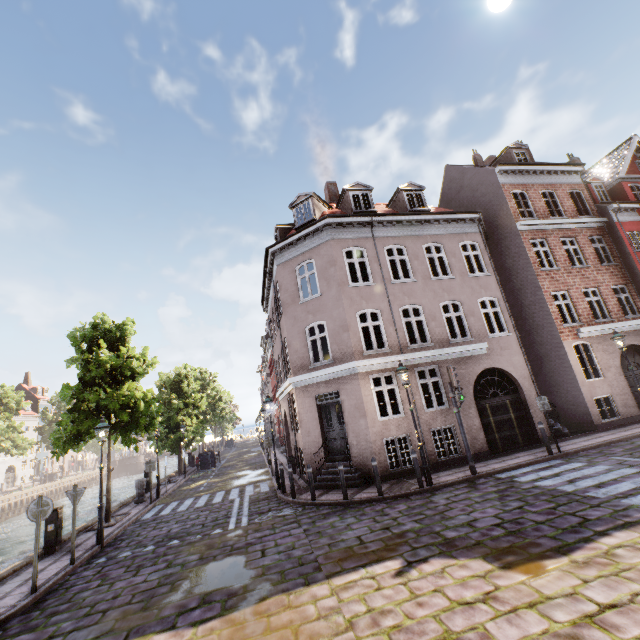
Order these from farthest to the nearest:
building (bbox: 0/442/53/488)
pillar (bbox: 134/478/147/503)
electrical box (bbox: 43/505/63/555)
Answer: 1. building (bbox: 0/442/53/488)
2. pillar (bbox: 134/478/147/503)
3. electrical box (bbox: 43/505/63/555)

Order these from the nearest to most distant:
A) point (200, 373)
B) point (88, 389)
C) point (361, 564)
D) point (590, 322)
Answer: point (361, 564)
point (88, 389)
point (590, 322)
point (200, 373)

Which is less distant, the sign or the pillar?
the sign

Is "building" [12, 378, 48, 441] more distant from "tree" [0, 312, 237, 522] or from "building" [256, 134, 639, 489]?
"building" [256, 134, 639, 489]

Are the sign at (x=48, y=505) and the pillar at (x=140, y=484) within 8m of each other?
no

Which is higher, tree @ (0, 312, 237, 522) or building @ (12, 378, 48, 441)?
building @ (12, 378, 48, 441)

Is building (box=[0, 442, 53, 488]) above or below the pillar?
above

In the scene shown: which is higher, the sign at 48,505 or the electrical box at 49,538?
the sign at 48,505
